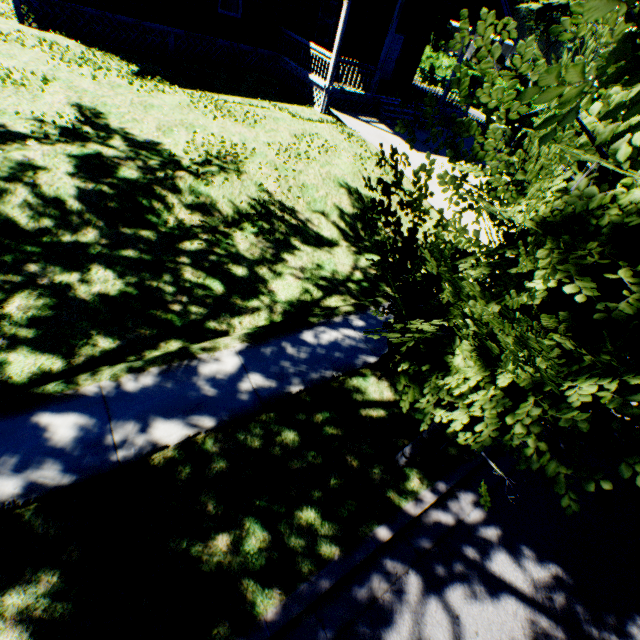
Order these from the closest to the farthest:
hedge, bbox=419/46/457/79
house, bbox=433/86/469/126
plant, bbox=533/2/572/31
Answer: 1. house, bbox=433/86/469/126
2. hedge, bbox=419/46/457/79
3. plant, bbox=533/2/572/31

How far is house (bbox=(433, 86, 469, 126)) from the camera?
17.2 meters

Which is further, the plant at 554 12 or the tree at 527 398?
the plant at 554 12

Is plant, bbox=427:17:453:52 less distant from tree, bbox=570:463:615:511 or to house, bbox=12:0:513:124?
house, bbox=12:0:513:124

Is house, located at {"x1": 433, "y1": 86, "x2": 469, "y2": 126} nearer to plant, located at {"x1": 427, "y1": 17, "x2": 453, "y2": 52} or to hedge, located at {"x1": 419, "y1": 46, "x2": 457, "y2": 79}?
hedge, located at {"x1": 419, "y1": 46, "x2": 457, "y2": 79}

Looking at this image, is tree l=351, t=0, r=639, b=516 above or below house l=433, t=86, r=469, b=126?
above

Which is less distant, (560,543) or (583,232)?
(583,232)

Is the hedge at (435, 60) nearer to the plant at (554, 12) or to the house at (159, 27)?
the plant at (554, 12)
